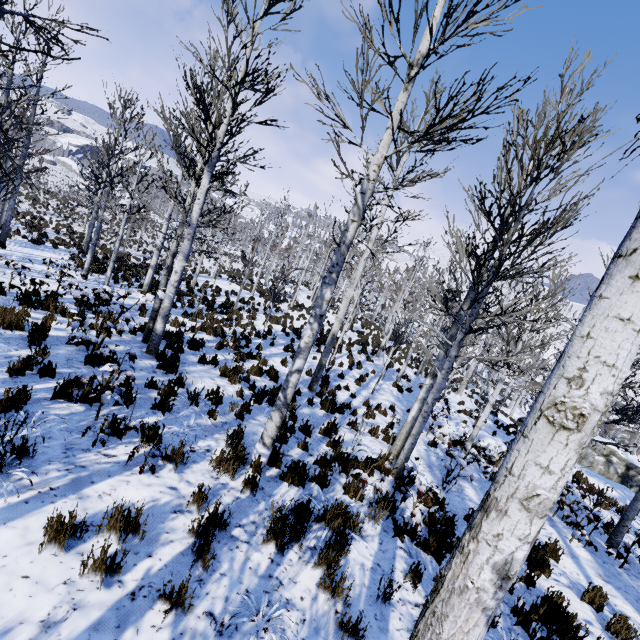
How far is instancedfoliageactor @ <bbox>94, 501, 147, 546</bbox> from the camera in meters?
3.0 m

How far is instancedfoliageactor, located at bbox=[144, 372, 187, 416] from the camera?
5.6 meters

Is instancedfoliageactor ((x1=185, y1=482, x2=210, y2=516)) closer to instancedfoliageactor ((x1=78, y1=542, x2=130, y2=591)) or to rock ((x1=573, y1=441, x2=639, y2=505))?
instancedfoliageactor ((x1=78, y1=542, x2=130, y2=591))

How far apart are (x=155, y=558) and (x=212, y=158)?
7.3 meters

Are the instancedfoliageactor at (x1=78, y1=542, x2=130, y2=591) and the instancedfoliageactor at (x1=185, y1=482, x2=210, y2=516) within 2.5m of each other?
yes

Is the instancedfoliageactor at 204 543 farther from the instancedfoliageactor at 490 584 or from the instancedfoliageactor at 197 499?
the instancedfoliageactor at 490 584

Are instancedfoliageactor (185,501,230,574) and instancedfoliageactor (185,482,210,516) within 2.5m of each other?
yes

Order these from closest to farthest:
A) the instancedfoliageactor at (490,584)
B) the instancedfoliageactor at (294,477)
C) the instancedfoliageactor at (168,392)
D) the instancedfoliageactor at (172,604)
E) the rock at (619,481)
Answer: the instancedfoliageactor at (490,584) → the instancedfoliageactor at (172,604) → the instancedfoliageactor at (294,477) → the instancedfoliageactor at (168,392) → the rock at (619,481)
